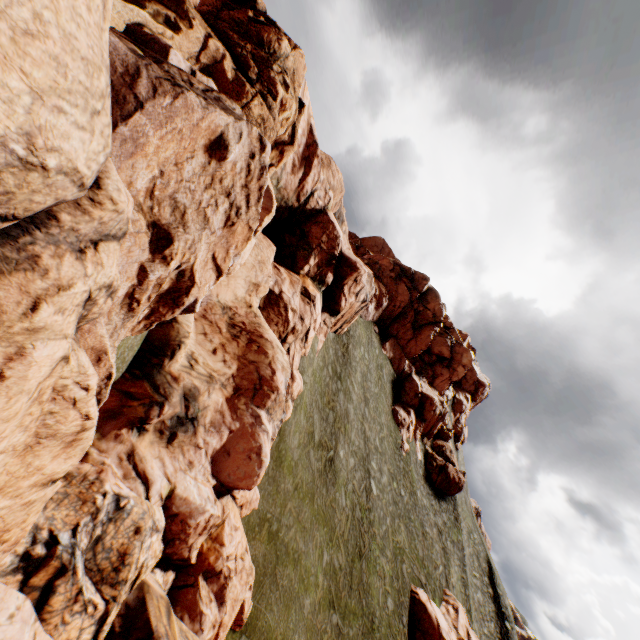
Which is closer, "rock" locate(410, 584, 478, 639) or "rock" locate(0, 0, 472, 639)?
"rock" locate(0, 0, 472, 639)

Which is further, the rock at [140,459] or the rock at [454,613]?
the rock at [454,613]

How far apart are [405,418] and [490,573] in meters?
41.7
